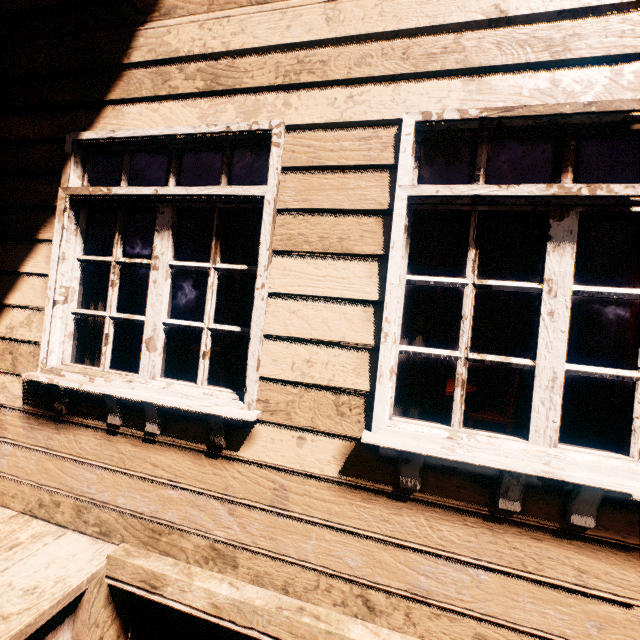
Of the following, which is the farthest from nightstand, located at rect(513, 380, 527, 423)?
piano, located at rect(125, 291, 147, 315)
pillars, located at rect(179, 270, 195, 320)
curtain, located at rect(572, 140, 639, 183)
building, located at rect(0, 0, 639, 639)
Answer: piano, located at rect(125, 291, 147, 315)

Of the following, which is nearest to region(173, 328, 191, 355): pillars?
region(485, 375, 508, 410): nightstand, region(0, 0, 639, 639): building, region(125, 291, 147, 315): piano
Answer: region(0, 0, 639, 639): building

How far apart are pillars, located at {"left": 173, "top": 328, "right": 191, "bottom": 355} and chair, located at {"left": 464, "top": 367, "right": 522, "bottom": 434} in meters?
A: 8.2

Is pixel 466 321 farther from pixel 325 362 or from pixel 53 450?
pixel 53 450

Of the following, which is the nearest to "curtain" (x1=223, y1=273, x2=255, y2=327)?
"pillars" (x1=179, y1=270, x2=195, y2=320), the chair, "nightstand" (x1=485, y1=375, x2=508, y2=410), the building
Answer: the building

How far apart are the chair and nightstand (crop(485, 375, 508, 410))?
1.88m

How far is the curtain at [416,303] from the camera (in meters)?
1.57

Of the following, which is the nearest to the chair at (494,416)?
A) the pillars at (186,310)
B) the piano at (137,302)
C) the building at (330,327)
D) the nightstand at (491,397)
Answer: the building at (330,327)
